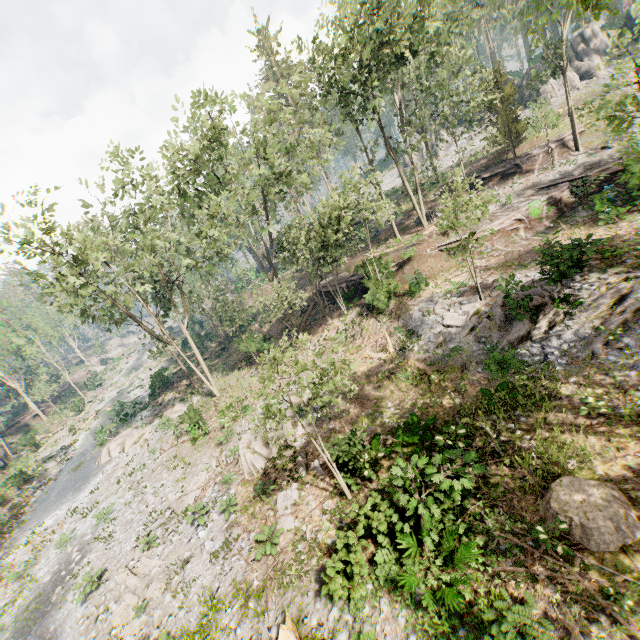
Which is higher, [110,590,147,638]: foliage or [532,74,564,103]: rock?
[532,74,564,103]: rock

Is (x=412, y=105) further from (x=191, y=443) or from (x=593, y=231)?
(x=191, y=443)

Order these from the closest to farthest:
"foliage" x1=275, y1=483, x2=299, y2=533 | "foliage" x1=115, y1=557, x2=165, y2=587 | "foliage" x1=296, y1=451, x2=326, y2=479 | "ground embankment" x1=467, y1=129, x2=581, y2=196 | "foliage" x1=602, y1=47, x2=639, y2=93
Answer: "foliage" x1=602, y1=47, x2=639, y2=93, "foliage" x1=275, y1=483, x2=299, y2=533, "foliage" x1=115, y1=557, x2=165, y2=587, "foliage" x1=296, y1=451, x2=326, y2=479, "ground embankment" x1=467, y1=129, x2=581, y2=196

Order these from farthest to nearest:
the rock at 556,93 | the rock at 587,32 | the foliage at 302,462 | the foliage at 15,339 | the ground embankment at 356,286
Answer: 1. the foliage at 15,339
2. the rock at 556,93
3. the rock at 587,32
4. the ground embankment at 356,286
5. the foliage at 302,462

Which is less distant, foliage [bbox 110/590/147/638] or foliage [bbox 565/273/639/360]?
foliage [bbox 110/590/147/638]

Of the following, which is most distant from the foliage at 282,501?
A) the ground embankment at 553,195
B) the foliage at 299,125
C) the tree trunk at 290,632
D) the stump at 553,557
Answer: the ground embankment at 553,195

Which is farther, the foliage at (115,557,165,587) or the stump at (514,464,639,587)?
the foliage at (115,557,165,587)
